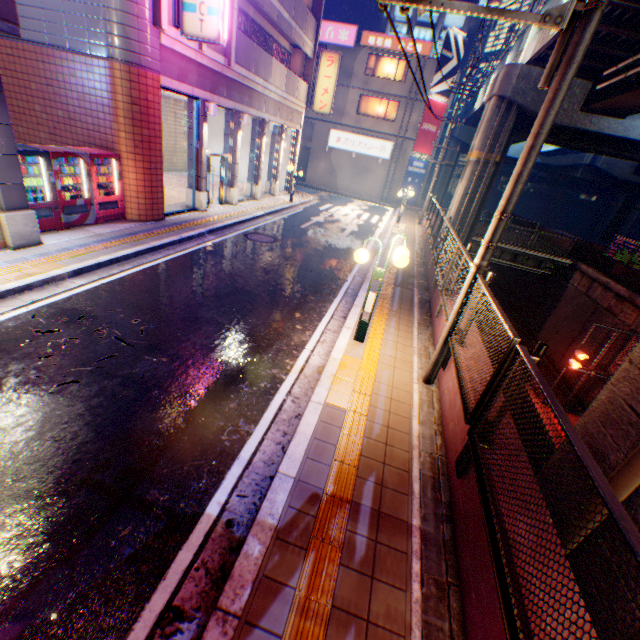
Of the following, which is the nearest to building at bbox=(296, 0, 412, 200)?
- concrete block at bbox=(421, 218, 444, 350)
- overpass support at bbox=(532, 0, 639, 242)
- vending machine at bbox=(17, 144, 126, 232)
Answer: overpass support at bbox=(532, 0, 639, 242)

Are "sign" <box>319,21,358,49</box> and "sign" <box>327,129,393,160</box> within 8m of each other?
yes

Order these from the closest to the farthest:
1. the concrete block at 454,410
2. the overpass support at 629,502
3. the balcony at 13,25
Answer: the concrete block at 454,410 → the overpass support at 629,502 → the balcony at 13,25

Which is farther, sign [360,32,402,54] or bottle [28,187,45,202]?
sign [360,32,402,54]

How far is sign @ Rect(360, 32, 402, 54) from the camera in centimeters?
2686cm

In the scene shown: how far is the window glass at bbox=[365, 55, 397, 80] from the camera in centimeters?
2806cm

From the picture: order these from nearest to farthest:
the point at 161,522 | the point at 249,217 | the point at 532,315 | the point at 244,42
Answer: the point at 161,522
the point at 244,42
the point at 249,217
the point at 532,315

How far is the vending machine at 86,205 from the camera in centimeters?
833cm
